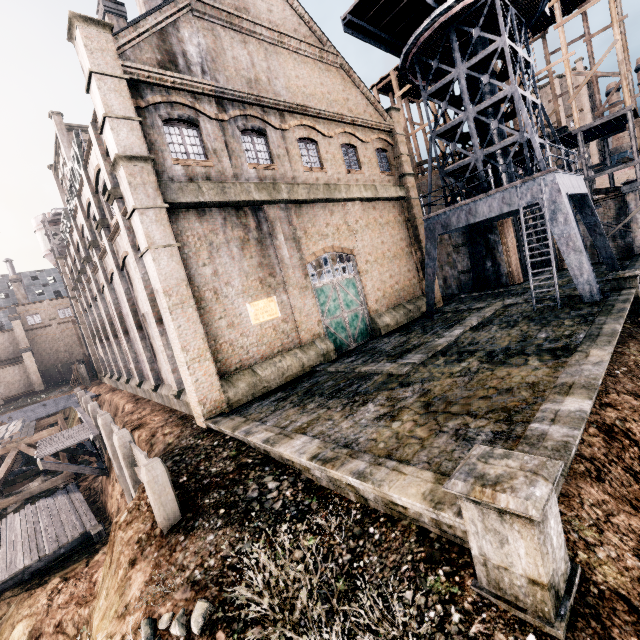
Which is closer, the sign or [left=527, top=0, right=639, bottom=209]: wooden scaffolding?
the sign

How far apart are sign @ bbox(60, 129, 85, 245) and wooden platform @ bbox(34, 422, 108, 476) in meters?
15.7

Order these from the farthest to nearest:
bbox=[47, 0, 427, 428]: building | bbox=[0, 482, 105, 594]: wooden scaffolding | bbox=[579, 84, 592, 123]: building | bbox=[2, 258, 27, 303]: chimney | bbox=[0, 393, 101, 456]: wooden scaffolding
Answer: bbox=[579, 84, 592, 123]: building → bbox=[2, 258, 27, 303]: chimney → bbox=[0, 393, 101, 456]: wooden scaffolding → bbox=[0, 482, 105, 594]: wooden scaffolding → bbox=[47, 0, 427, 428]: building

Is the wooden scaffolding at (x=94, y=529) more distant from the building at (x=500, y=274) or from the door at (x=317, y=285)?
the door at (x=317, y=285)

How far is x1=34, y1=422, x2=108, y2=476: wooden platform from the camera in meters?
16.8

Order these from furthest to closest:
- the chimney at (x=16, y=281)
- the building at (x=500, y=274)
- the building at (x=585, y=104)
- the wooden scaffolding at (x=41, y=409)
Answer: the building at (x=585, y=104) < the chimney at (x=16, y=281) < the building at (x=500, y=274) < the wooden scaffolding at (x=41, y=409)

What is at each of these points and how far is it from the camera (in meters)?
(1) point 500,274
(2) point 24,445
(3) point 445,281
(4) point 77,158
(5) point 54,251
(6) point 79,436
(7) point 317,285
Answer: (1) building, 28.12
(2) wooden support structure, 22.88
(3) building, 31.89
(4) sign, 19.89
(5) silo, 43.00
(6) wooden platform, 18.30
(7) door, 18.84

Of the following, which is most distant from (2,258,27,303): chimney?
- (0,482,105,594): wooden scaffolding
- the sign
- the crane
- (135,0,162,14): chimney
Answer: the crane
